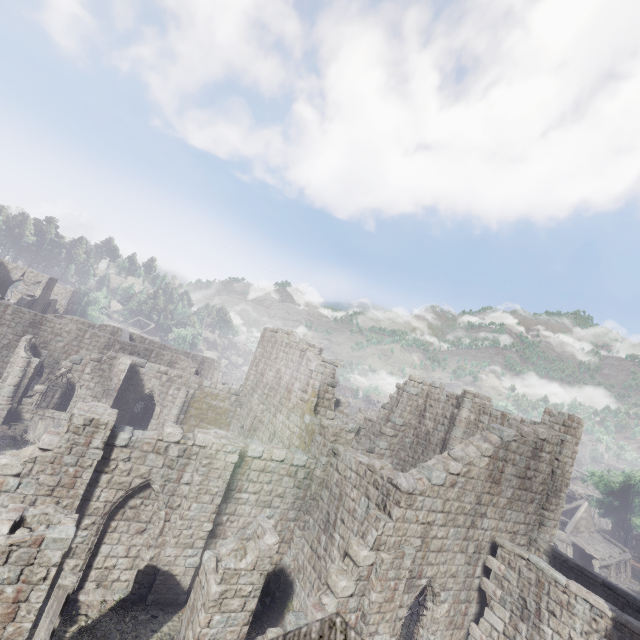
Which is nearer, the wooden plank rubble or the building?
the wooden plank rubble

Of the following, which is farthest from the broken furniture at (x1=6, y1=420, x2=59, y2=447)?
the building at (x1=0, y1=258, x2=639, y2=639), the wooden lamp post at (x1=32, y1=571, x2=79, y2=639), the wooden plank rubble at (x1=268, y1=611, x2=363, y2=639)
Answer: the wooden plank rubble at (x1=268, y1=611, x2=363, y2=639)

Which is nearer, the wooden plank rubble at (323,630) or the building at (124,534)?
the wooden plank rubble at (323,630)

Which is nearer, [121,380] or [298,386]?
[298,386]

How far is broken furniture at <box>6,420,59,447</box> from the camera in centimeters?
Answer: 1861cm

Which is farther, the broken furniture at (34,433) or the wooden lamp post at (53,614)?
the broken furniture at (34,433)

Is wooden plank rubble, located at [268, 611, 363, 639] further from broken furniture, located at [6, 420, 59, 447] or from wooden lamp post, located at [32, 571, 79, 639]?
broken furniture, located at [6, 420, 59, 447]

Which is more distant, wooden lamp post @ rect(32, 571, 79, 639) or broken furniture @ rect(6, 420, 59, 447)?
broken furniture @ rect(6, 420, 59, 447)
